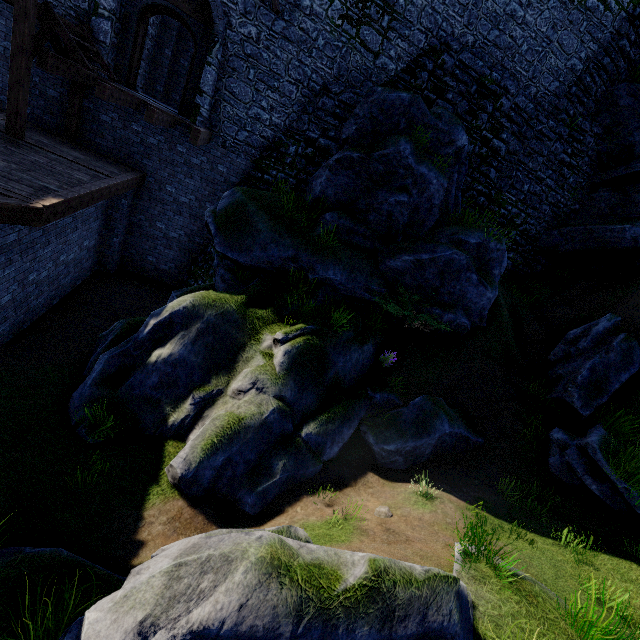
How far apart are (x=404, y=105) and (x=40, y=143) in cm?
1094

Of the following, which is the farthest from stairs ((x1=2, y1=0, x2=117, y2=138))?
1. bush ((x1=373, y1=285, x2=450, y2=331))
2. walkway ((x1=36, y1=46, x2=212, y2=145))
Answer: bush ((x1=373, y1=285, x2=450, y2=331))

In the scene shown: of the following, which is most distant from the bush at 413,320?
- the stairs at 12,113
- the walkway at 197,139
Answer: the stairs at 12,113

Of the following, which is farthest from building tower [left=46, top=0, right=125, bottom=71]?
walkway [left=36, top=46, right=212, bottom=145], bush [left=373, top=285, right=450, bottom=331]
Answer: bush [left=373, top=285, right=450, bottom=331]

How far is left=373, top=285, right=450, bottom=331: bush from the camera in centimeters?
941cm

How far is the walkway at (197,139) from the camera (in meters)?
7.90

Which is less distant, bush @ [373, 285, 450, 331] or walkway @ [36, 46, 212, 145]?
walkway @ [36, 46, 212, 145]

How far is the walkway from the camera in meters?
7.9
